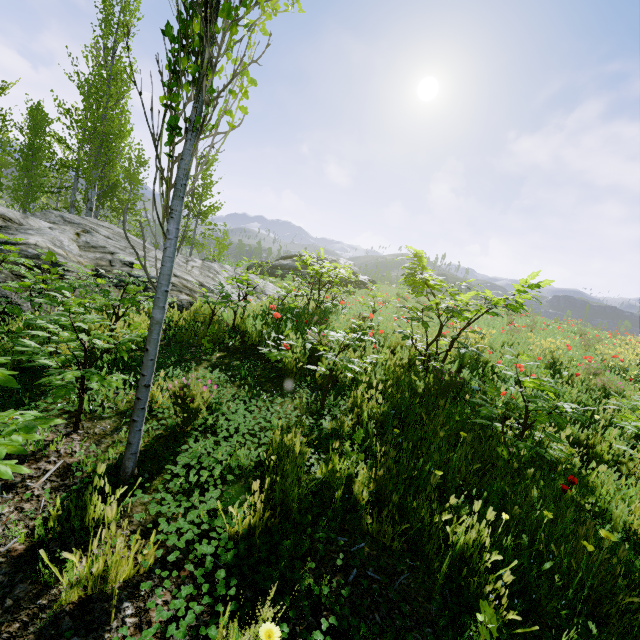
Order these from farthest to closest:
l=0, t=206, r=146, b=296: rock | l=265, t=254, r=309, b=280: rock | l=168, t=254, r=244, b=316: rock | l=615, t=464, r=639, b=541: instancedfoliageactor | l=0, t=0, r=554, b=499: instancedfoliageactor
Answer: l=265, t=254, r=309, b=280: rock
l=168, t=254, r=244, b=316: rock
l=0, t=206, r=146, b=296: rock
l=615, t=464, r=639, b=541: instancedfoliageactor
l=0, t=0, r=554, b=499: instancedfoliageactor

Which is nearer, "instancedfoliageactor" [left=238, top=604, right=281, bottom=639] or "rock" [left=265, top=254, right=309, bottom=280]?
"instancedfoliageactor" [left=238, top=604, right=281, bottom=639]

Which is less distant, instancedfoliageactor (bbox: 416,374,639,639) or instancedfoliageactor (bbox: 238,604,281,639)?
instancedfoliageactor (bbox: 238,604,281,639)

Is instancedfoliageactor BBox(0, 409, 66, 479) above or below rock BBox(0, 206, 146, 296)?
below

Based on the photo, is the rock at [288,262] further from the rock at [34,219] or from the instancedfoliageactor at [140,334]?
the instancedfoliageactor at [140,334]

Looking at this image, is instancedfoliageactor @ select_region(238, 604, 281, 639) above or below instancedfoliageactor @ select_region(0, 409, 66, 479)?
below

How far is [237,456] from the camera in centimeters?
259cm

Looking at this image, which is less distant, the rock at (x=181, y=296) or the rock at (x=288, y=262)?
the rock at (x=181, y=296)
